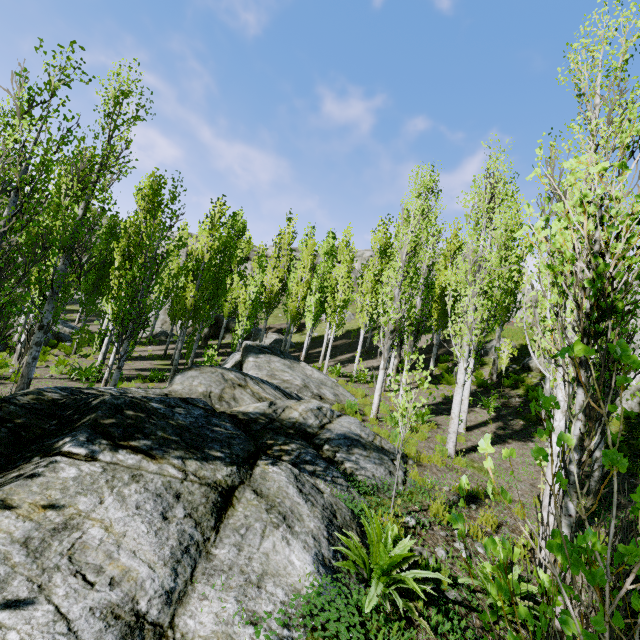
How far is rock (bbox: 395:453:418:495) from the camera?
5.6m

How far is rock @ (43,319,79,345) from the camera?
21.70m

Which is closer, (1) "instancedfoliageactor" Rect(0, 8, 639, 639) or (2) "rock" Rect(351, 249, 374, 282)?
(1) "instancedfoliageactor" Rect(0, 8, 639, 639)

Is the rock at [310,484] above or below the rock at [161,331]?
below

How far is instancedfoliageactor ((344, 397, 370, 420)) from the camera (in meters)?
9.64

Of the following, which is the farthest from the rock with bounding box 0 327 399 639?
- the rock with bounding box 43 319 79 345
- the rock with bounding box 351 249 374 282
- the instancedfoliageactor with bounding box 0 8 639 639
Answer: the rock with bounding box 351 249 374 282

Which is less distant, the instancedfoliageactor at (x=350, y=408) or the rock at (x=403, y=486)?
the rock at (x=403, y=486)

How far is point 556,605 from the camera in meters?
1.4 m
